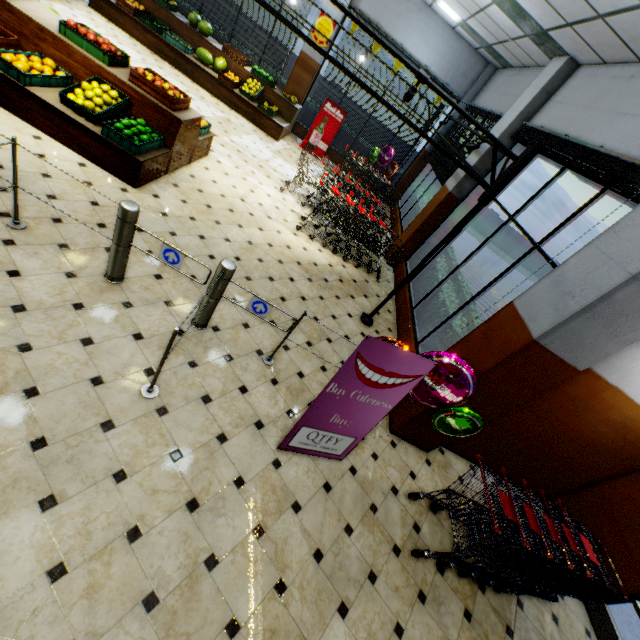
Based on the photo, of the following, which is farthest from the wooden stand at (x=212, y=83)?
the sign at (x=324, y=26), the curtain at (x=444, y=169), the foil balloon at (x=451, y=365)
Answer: the foil balloon at (x=451, y=365)

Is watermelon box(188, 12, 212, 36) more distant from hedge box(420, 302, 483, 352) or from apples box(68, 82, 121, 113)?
hedge box(420, 302, 483, 352)

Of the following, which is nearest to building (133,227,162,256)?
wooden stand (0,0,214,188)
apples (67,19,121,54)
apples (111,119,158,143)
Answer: wooden stand (0,0,214,188)

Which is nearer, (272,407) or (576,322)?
(576,322)

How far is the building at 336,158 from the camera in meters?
11.9

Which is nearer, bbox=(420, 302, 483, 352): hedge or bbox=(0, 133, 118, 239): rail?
bbox=(0, 133, 118, 239): rail

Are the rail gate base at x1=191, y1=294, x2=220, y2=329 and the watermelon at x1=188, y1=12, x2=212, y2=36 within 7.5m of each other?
no

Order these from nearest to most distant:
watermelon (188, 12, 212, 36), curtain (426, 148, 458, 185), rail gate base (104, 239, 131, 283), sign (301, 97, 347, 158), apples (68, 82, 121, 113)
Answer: rail gate base (104, 239, 131, 283), apples (68, 82, 121, 113), curtain (426, 148, 458, 185), watermelon (188, 12, 212, 36), sign (301, 97, 347, 158)
